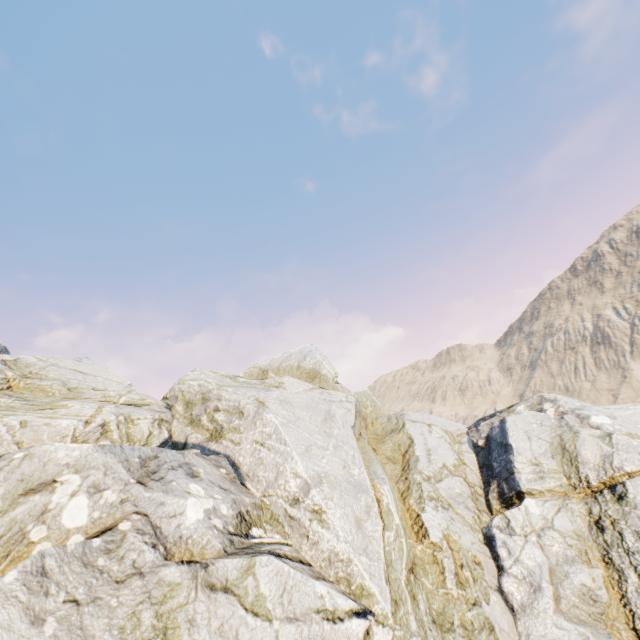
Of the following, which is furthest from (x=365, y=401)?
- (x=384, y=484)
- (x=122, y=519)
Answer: (x=122, y=519)
